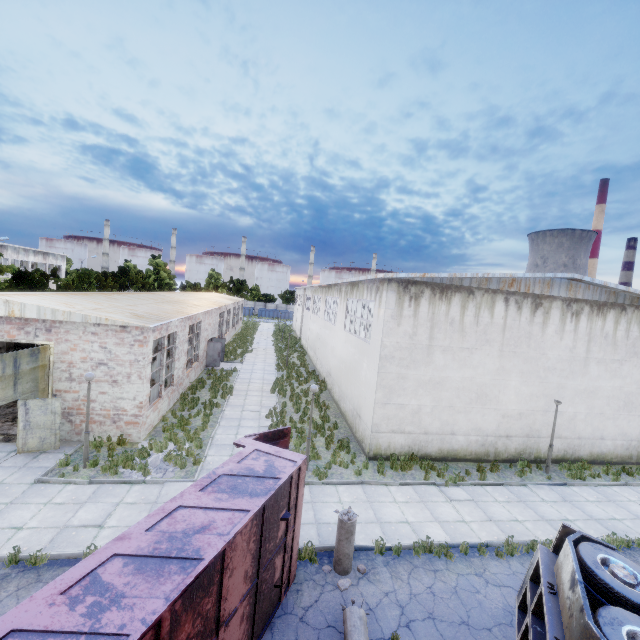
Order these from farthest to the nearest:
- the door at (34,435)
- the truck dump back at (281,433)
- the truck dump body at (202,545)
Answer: the door at (34,435) → the truck dump back at (281,433) → the truck dump body at (202,545)

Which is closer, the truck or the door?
the truck

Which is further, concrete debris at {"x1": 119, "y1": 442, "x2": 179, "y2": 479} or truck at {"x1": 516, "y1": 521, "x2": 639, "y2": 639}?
concrete debris at {"x1": 119, "y1": 442, "x2": 179, "y2": 479}

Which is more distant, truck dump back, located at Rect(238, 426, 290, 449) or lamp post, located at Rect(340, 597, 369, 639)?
truck dump back, located at Rect(238, 426, 290, 449)

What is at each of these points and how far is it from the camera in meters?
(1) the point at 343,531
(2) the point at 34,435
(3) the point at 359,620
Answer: (1) lamp post, 8.0 m
(2) door, 11.8 m
(3) lamp post, 6.6 m

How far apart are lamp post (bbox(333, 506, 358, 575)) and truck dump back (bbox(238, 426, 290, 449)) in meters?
1.8 m

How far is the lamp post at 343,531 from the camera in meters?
8.0

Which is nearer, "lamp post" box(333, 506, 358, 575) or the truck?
the truck
